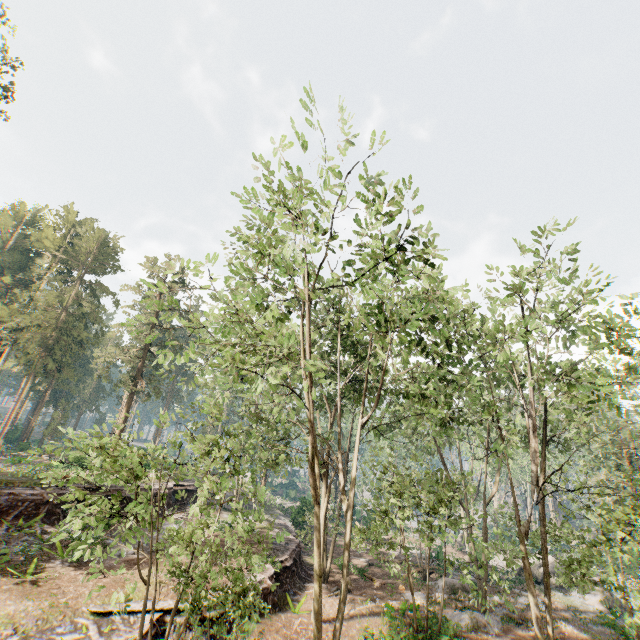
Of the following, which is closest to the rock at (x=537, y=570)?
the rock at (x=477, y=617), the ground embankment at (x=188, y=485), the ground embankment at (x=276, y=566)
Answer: the rock at (x=477, y=617)

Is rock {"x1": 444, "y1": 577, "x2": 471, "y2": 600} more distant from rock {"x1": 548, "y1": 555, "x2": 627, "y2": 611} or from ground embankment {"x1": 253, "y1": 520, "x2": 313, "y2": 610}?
rock {"x1": 548, "y1": 555, "x2": 627, "y2": 611}

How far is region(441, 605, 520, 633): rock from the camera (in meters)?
18.63

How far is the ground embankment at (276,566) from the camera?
17.92m

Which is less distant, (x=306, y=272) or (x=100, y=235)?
(x=306, y=272)

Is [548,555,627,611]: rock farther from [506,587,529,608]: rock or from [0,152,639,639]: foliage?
[506,587,529,608]: rock

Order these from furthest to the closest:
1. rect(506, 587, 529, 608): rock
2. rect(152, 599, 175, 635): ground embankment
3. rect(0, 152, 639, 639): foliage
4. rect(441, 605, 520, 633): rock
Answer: rect(506, 587, 529, 608): rock
rect(441, 605, 520, 633): rock
rect(152, 599, 175, 635): ground embankment
rect(0, 152, 639, 639): foliage

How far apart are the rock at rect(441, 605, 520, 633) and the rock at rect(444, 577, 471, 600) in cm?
167
